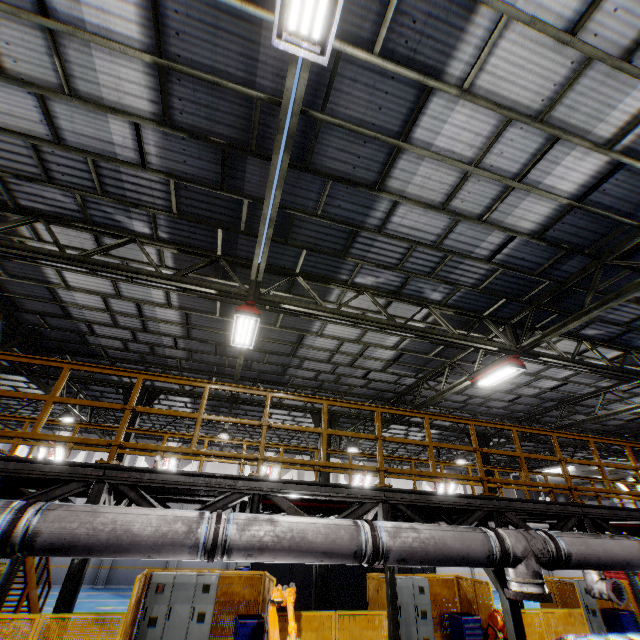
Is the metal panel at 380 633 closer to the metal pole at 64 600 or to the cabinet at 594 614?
the cabinet at 594 614

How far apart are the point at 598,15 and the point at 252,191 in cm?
557

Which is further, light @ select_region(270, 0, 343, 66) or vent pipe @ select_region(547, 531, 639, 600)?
vent pipe @ select_region(547, 531, 639, 600)

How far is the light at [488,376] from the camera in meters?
9.1

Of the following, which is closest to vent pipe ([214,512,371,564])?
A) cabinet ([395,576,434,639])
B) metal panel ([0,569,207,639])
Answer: metal panel ([0,569,207,639])

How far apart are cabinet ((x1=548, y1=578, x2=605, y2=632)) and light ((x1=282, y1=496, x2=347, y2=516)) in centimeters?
1420cm

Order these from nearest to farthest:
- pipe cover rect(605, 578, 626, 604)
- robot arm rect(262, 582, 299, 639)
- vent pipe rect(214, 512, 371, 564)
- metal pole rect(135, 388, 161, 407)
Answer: vent pipe rect(214, 512, 371, 564) < robot arm rect(262, 582, 299, 639) < pipe cover rect(605, 578, 626, 604) < metal pole rect(135, 388, 161, 407)

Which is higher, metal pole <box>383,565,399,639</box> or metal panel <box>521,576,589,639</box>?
metal pole <box>383,565,399,639</box>
